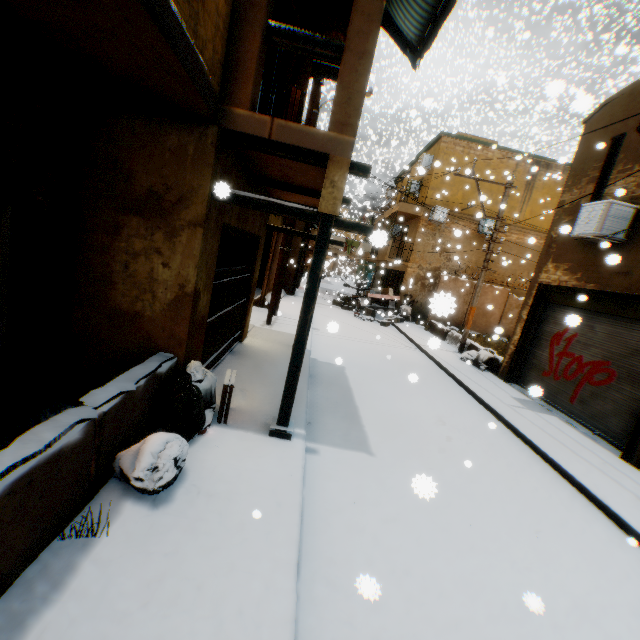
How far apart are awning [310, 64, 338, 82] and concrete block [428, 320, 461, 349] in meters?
2.6 m

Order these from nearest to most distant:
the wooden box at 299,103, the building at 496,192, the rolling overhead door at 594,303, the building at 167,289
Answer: the building at 167,289 < the wooden box at 299,103 < the rolling overhead door at 594,303 < the building at 496,192

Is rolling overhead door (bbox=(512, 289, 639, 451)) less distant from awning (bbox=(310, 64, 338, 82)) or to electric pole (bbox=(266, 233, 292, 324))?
electric pole (bbox=(266, 233, 292, 324))

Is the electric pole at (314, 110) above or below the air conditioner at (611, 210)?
above

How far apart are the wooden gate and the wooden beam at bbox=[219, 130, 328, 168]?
0.60m

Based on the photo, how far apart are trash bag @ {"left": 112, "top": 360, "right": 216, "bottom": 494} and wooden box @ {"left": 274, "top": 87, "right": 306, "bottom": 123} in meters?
3.4 m

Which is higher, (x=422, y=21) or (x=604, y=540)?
(x=422, y=21)

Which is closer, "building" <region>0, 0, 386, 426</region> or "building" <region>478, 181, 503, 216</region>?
"building" <region>0, 0, 386, 426</region>
